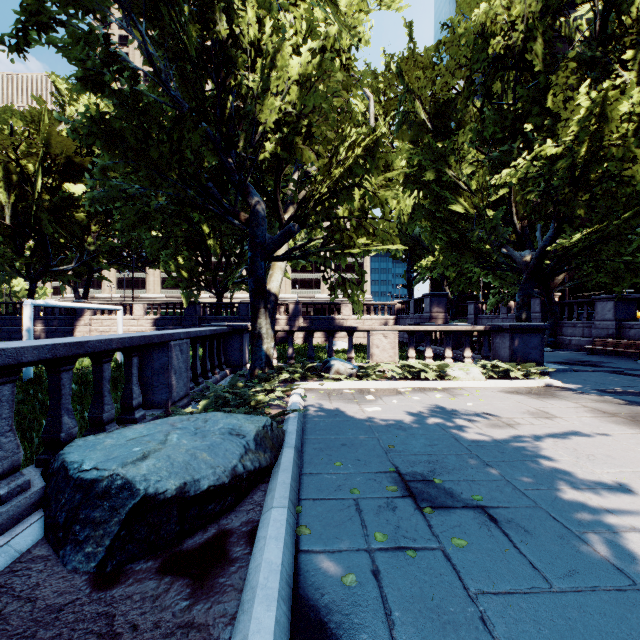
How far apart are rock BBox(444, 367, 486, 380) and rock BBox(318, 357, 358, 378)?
2.71m

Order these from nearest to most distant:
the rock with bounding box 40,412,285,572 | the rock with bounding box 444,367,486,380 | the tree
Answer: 1. the rock with bounding box 40,412,285,572
2. the tree
3. the rock with bounding box 444,367,486,380

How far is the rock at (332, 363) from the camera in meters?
9.9

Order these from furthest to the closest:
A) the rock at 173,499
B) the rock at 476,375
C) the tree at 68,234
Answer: the rock at 476,375 < the tree at 68,234 < the rock at 173,499

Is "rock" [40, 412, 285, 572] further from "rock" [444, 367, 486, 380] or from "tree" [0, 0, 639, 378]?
"rock" [444, 367, 486, 380]

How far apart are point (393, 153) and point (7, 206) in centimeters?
3431cm

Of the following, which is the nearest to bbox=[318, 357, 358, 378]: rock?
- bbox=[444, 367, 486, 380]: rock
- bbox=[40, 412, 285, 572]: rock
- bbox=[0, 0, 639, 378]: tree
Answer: bbox=[0, 0, 639, 378]: tree
